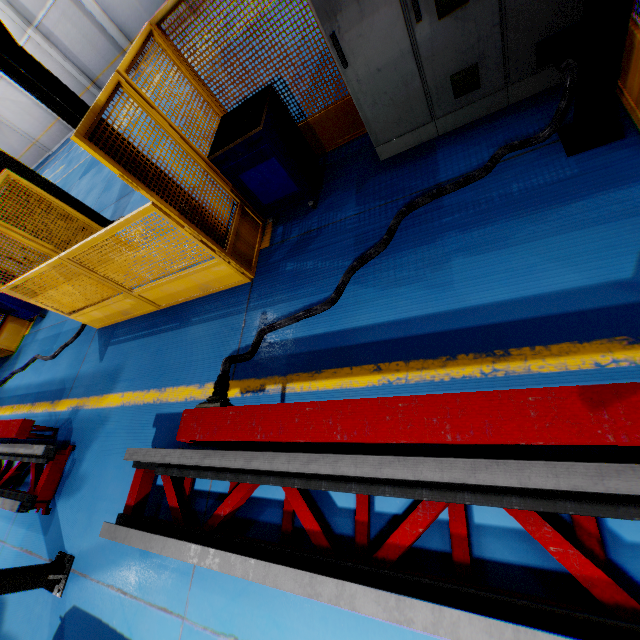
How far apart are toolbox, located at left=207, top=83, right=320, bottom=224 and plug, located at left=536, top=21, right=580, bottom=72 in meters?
2.5

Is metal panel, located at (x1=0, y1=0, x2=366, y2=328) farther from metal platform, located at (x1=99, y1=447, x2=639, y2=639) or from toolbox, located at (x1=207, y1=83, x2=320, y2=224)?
metal platform, located at (x1=99, y1=447, x2=639, y2=639)

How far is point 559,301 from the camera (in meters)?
2.31

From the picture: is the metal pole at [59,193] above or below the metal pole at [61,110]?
below

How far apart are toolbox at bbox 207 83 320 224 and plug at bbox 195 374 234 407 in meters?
2.3 m

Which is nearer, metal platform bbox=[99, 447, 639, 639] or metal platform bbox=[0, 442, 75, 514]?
metal platform bbox=[99, 447, 639, 639]

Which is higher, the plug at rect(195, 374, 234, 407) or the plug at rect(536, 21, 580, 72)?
the plug at rect(195, 374, 234, 407)

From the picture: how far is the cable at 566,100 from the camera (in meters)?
2.66
